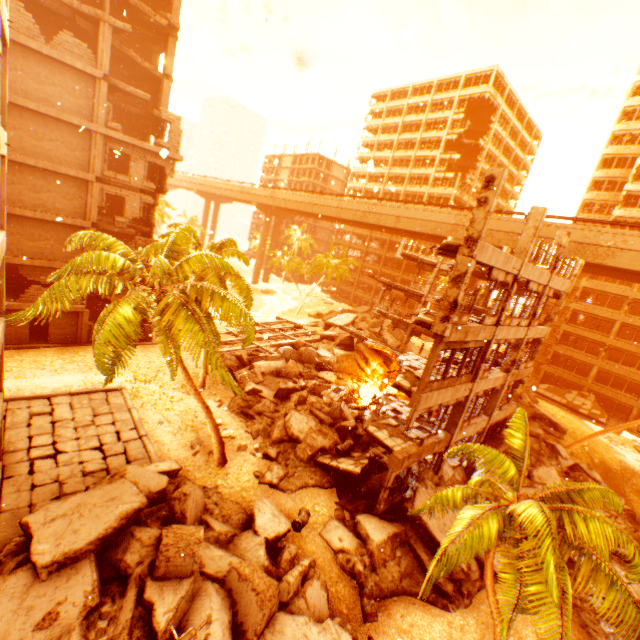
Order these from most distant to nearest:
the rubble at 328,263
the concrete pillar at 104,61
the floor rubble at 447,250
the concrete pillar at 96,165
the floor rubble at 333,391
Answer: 1. the rubble at 328,263
2. the floor rubble at 333,391
3. the concrete pillar at 96,165
4. the concrete pillar at 104,61
5. the floor rubble at 447,250

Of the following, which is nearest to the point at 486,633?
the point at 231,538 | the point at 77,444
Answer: the point at 231,538

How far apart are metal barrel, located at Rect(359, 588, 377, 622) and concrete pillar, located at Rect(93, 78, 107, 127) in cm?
2914

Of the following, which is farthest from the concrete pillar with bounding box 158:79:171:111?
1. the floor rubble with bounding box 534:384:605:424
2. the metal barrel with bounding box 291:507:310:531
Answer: the floor rubble with bounding box 534:384:605:424

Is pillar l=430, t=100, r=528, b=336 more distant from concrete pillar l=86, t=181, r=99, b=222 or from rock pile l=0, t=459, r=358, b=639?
concrete pillar l=86, t=181, r=99, b=222

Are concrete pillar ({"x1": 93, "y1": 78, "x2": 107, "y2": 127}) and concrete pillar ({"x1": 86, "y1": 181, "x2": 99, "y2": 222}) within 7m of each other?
yes

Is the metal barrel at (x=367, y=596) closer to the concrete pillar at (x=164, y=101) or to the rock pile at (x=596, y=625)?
the rock pile at (x=596, y=625)

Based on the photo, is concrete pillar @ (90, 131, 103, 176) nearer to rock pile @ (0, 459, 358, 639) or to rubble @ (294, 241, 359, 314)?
rubble @ (294, 241, 359, 314)
